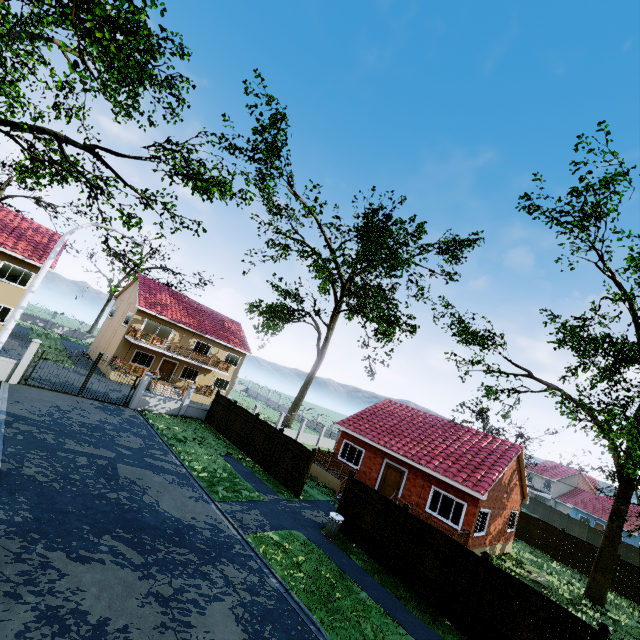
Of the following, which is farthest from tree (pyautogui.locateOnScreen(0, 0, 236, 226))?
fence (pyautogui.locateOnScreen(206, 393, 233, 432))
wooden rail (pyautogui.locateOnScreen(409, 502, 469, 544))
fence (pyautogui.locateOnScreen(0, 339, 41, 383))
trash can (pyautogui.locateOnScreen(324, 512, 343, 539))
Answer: fence (pyautogui.locateOnScreen(206, 393, 233, 432))

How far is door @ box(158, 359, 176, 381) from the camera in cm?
3228

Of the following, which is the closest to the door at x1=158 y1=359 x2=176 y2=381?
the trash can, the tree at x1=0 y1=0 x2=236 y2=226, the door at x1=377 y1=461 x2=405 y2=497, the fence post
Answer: the tree at x1=0 y1=0 x2=236 y2=226

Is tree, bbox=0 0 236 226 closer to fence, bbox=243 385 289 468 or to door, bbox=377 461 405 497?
fence, bbox=243 385 289 468

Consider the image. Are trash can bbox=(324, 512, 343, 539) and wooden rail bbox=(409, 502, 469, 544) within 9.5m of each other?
yes

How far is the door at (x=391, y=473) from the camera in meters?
20.0

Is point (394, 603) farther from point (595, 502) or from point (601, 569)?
point (595, 502)

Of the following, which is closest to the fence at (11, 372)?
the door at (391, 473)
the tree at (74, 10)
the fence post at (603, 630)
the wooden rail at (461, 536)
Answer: the fence post at (603, 630)
